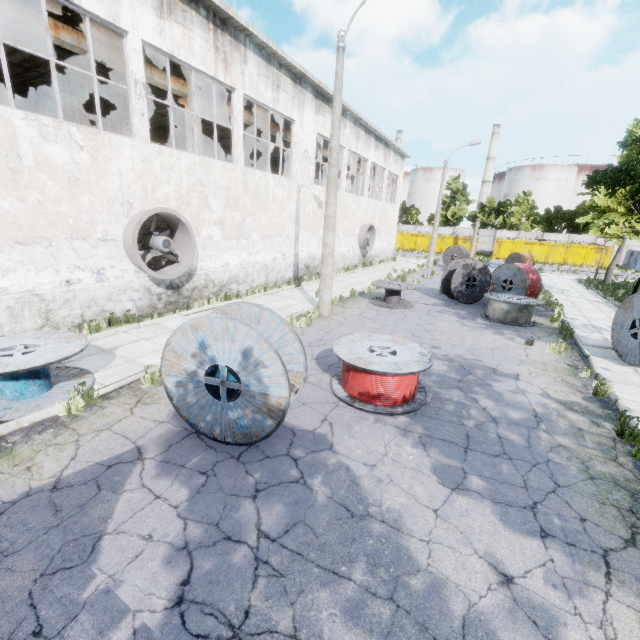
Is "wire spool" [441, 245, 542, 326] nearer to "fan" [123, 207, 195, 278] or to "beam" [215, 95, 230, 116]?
"fan" [123, 207, 195, 278]

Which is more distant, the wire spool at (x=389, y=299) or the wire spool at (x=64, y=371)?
the wire spool at (x=389, y=299)

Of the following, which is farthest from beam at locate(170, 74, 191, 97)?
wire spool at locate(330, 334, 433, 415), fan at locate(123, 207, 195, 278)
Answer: wire spool at locate(330, 334, 433, 415)

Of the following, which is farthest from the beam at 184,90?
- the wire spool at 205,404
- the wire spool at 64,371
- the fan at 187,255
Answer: the wire spool at 205,404

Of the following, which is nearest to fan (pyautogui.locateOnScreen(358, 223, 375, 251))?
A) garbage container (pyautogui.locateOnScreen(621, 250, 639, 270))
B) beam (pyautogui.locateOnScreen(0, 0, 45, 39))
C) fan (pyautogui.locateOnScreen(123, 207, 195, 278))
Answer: beam (pyautogui.locateOnScreen(0, 0, 45, 39))

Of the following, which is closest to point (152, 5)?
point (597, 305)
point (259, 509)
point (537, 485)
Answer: point (259, 509)

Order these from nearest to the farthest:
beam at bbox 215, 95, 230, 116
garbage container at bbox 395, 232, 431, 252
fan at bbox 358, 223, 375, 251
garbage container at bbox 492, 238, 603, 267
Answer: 1. beam at bbox 215, 95, 230, 116
2. fan at bbox 358, 223, 375, 251
3. garbage container at bbox 492, 238, 603, 267
4. garbage container at bbox 395, 232, 431, 252

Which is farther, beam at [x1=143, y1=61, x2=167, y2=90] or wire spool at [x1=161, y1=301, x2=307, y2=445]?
beam at [x1=143, y1=61, x2=167, y2=90]
